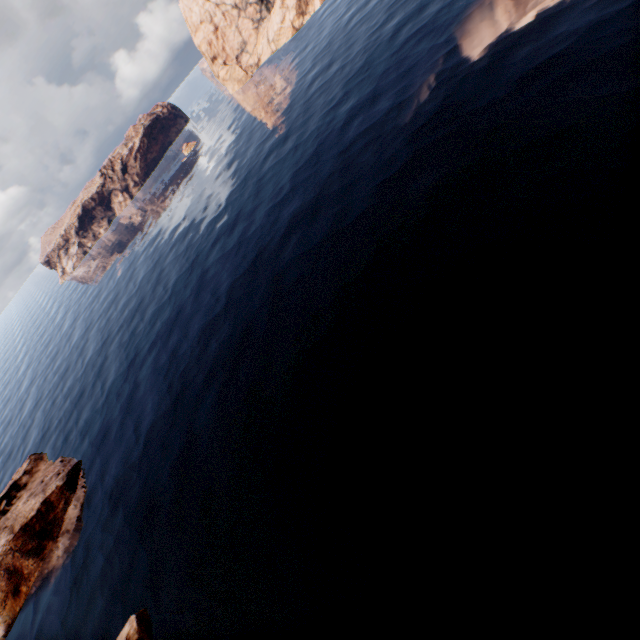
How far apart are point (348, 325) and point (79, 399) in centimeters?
5851cm

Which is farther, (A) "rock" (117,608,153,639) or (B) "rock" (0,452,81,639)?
(B) "rock" (0,452,81,639)

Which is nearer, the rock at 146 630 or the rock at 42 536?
the rock at 146 630
